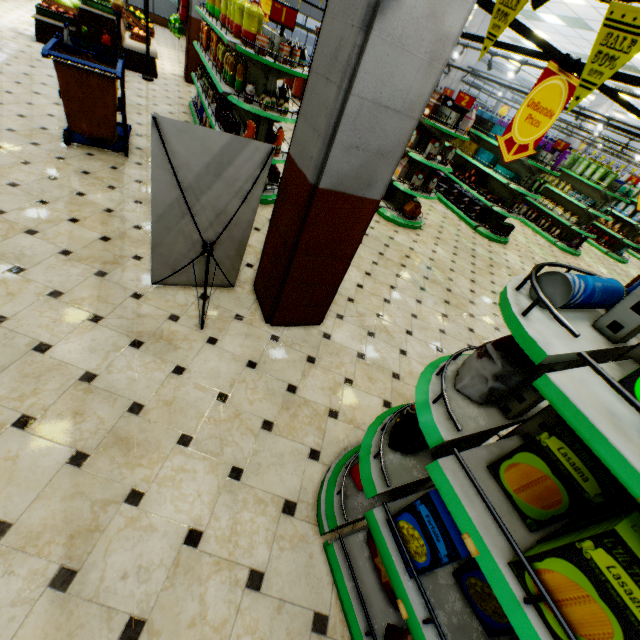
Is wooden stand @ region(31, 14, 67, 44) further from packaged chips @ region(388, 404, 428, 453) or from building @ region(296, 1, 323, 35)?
packaged chips @ region(388, 404, 428, 453)

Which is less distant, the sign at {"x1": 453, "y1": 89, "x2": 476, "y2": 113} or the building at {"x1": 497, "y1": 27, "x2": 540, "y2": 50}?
the sign at {"x1": 453, "y1": 89, "x2": 476, "y2": 113}

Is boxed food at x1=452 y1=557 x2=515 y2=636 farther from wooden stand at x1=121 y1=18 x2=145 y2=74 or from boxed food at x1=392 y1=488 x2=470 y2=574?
wooden stand at x1=121 y1=18 x2=145 y2=74

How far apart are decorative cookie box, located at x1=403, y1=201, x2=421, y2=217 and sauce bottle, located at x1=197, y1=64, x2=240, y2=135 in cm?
401

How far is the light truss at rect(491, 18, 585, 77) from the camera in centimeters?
241cm

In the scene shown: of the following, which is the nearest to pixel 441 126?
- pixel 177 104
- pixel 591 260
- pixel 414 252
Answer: pixel 414 252

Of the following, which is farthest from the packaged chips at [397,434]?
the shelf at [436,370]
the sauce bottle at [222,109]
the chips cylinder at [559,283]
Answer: the sauce bottle at [222,109]

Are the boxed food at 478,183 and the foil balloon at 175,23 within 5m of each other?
no
